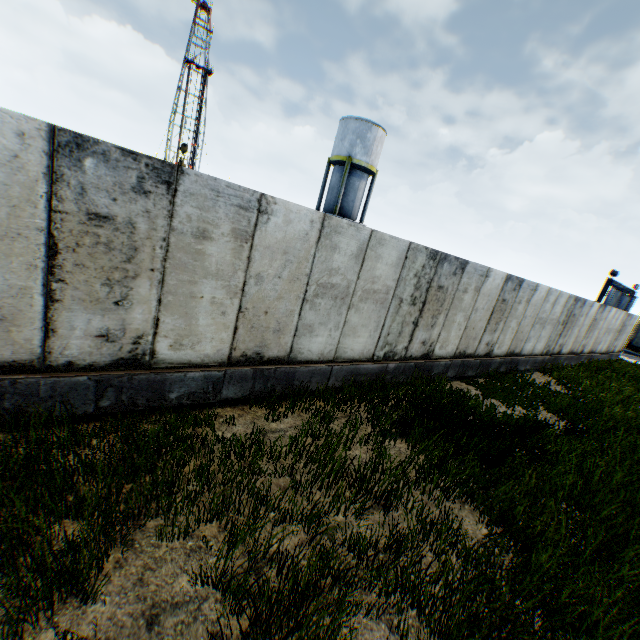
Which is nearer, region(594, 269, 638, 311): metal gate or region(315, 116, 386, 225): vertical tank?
region(315, 116, 386, 225): vertical tank

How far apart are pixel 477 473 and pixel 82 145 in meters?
7.4

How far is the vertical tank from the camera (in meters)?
25.55

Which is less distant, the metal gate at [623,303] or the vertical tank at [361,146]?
the vertical tank at [361,146]

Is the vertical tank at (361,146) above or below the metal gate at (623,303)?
above

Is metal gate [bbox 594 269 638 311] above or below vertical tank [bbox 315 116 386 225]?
below
